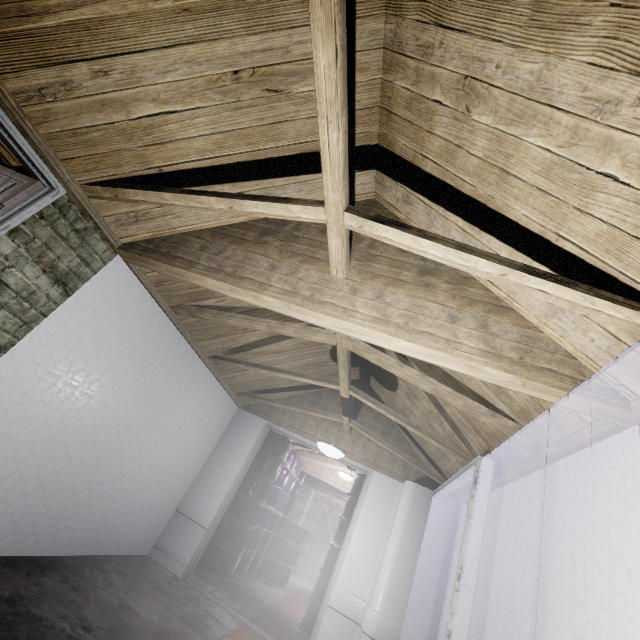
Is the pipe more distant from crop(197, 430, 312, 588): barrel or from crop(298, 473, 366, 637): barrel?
crop(298, 473, 366, 637): barrel

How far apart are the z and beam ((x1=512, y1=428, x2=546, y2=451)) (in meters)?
0.48

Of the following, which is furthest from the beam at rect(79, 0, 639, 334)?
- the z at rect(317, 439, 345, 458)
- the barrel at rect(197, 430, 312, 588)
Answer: the barrel at rect(197, 430, 312, 588)

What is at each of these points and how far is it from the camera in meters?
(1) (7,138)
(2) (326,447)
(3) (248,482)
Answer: (1) door, 1.7
(2) z, 3.4
(3) barrel, 5.1

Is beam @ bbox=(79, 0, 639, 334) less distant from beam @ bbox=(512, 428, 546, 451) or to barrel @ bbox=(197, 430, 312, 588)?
beam @ bbox=(512, 428, 546, 451)

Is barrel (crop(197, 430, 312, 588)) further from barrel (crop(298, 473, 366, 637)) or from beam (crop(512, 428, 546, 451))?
beam (crop(512, 428, 546, 451))

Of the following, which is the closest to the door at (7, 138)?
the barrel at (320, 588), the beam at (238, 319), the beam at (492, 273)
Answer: the beam at (492, 273)

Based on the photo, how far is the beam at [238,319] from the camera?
2.24m
